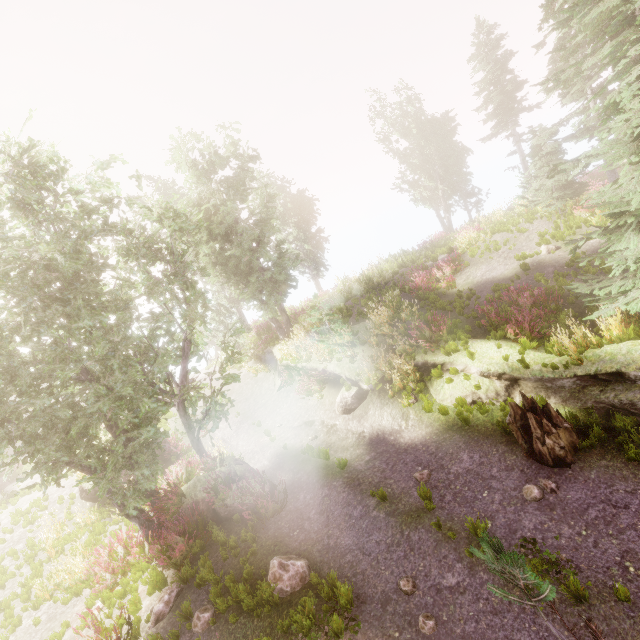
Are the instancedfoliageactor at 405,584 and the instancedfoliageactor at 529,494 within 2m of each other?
no

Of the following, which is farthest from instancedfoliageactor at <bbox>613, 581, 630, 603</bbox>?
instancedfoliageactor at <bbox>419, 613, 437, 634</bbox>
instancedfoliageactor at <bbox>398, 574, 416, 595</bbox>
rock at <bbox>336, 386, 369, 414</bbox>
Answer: rock at <bbox>336, 386, 369, 414</bbox>

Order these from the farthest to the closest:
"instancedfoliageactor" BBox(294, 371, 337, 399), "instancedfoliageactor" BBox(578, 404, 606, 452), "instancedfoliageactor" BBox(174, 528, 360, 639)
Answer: "instancedfoliageactor" BBox(294, 371, 337, 399)
"instancedfoliageactor" BBox(578, 404, 606, 452)
"instancedfoliageactor" BBox(174, 528, 360, 639)

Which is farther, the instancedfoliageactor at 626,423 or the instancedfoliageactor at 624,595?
the instancedfoliageactor at 626,423

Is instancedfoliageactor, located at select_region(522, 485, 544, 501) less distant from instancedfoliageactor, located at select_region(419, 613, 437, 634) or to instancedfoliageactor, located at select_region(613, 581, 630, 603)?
instancedfoliageactor, located at select_region(613, 581, 630, 603)

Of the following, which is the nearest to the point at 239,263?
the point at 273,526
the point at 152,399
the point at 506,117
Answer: the point at 152,399

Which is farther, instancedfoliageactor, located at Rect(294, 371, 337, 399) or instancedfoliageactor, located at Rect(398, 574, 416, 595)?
instancedfoliageactor, located at Rect(294, 371, 337, 399)

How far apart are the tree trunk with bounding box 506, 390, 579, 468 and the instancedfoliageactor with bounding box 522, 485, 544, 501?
0.3m
